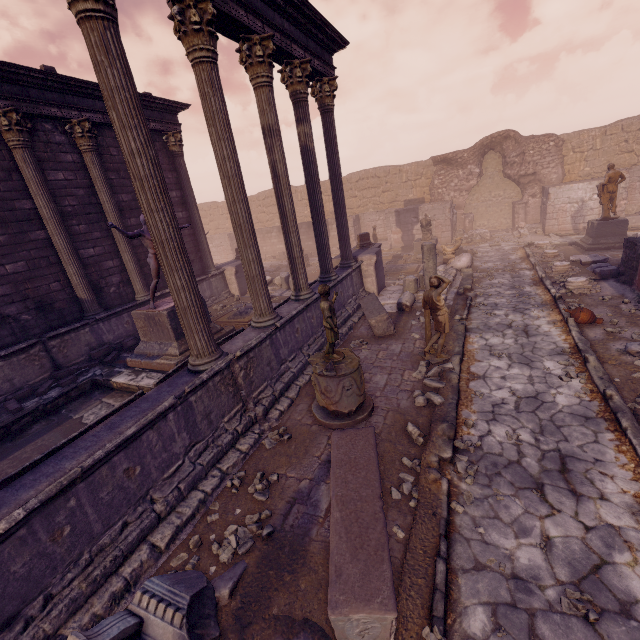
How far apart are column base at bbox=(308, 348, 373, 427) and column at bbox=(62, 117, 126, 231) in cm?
803

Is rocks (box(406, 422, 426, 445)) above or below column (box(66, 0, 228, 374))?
below

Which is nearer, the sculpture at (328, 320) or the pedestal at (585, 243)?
the sculpture at (328, 320)

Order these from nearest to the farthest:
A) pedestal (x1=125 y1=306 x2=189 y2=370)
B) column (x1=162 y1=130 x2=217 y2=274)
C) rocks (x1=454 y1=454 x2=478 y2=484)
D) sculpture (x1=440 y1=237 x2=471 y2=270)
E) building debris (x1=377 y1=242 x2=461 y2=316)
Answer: rocks (x1=454 y1=454 x2=478 y2=484)
pedestal (x1=125 y1=306 x2=189 y2=370)
building debris (x1=377 y1=242 x2=461 y2=316)
column (x1=162 y1=130 x2=217 y2=274)
sculpture (x1=440 y1=237 x2=471 y2=270)

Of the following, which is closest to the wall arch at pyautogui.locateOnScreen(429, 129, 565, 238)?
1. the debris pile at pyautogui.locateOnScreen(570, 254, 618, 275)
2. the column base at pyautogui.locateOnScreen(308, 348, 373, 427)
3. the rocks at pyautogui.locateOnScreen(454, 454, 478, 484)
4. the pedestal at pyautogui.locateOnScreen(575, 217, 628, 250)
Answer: the pedestal at pyautogui.locateOnScreen(575, 217, 628, 250)

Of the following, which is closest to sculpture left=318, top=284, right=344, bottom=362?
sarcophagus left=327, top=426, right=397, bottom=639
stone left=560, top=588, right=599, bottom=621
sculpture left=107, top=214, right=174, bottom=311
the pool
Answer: sarcophagus left=327, top=426, right=397, bottom=639

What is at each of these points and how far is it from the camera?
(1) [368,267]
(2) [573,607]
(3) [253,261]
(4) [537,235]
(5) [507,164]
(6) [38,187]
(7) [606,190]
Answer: (1) relief sculpture, 11.66m
(2) stone, 2.99m
(3) column, 6.46m
(4) debris pile, 17.84m
(5) wall arch, 19.84m
(6) column, 8.57m
(7) sculpture, 13.05m

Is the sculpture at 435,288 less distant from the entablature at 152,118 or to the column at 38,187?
the column at 38,187
